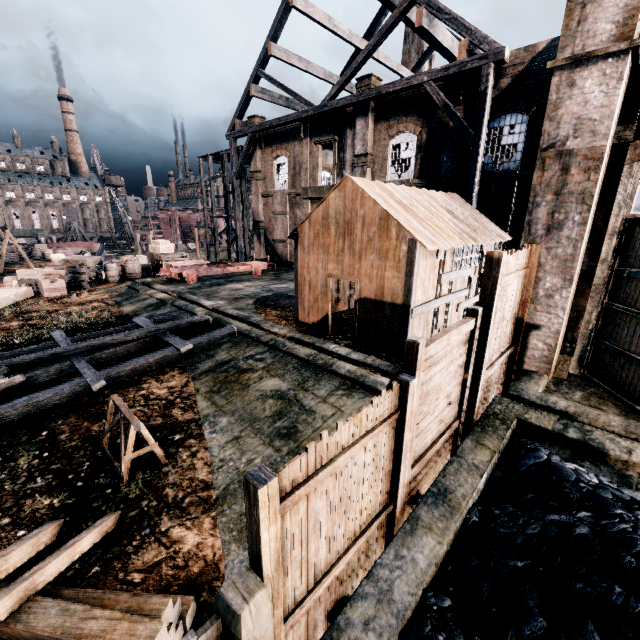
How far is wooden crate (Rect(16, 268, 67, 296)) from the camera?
20.1m

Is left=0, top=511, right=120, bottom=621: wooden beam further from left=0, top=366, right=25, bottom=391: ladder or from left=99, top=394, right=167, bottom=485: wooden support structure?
left=0, top=366, right=25, bottom=391: ladder

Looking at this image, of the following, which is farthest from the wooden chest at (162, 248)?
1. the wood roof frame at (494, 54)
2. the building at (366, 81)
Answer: the building at (366, 81)

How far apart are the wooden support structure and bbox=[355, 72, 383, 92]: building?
22.6 meters

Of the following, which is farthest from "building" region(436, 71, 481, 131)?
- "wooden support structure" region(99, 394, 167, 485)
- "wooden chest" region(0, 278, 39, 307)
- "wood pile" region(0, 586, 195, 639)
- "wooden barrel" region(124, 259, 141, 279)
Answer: "wooden chest" region(0, 278, 39, 307)

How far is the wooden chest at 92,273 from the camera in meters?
21.6

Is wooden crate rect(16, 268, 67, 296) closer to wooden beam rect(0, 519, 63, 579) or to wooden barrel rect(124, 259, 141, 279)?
wooden barrel rect(124, 259, 141, 279)

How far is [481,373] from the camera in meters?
5.5 m
